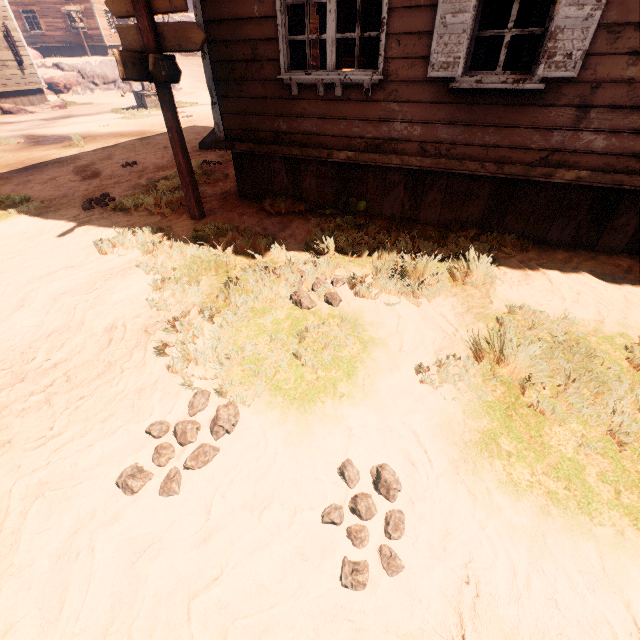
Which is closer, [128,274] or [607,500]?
[607,500]

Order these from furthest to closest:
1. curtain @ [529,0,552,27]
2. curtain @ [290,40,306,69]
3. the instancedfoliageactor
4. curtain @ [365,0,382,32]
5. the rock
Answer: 1. the rock
2. the instancedfoliageactor
3. curtain @ [290,40,306,69]
4. curtain @ [365,0,382,32]
5. curtain @ [529,0,552,27]

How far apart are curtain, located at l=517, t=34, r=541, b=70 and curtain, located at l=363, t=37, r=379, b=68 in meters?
1.5

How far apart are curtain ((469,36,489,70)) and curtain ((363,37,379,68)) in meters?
0.9

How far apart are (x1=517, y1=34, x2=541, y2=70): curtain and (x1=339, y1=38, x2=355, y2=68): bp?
6.0m

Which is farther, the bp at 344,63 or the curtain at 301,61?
the bp at 344,63

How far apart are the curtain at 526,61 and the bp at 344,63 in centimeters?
598cm

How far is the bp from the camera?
7.9 meters
